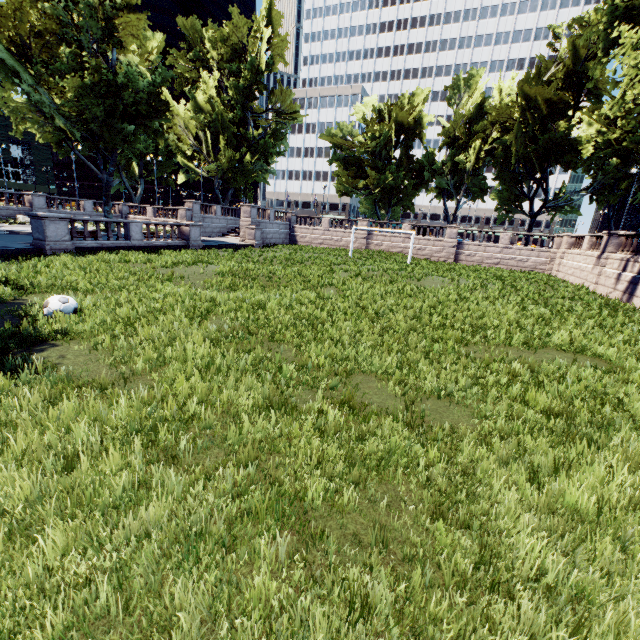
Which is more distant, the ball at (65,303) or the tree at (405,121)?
the tree at (405,121)

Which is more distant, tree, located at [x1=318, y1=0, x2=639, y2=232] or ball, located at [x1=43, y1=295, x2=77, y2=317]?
tree, located at [x1=318, y1=0, x2=639, y2=232]

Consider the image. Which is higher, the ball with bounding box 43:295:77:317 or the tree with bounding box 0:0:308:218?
the tree with bounding box 0:0:308:218

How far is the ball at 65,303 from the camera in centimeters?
756cm

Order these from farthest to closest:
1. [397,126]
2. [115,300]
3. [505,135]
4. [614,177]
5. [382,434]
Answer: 1. [397,126]
2. [505,135]
3. [614,177]
4. [115,300]
5. [382,434]

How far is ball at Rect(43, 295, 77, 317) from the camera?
7.6m
